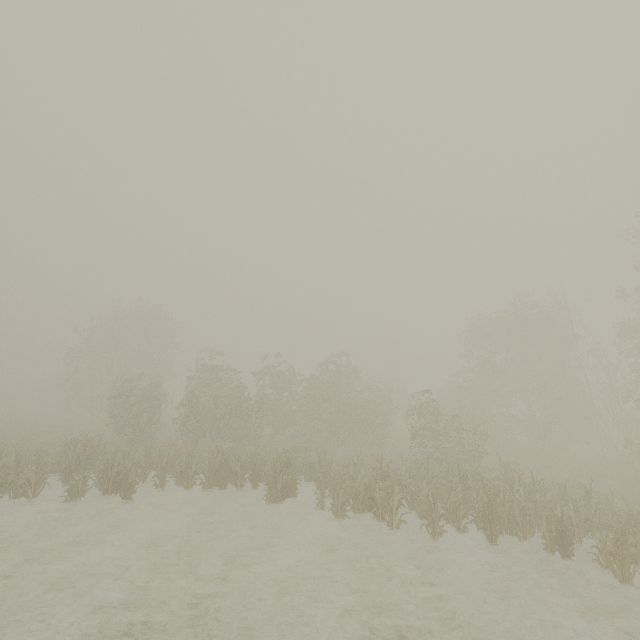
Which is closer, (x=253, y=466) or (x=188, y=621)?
(x=188, y=621)
